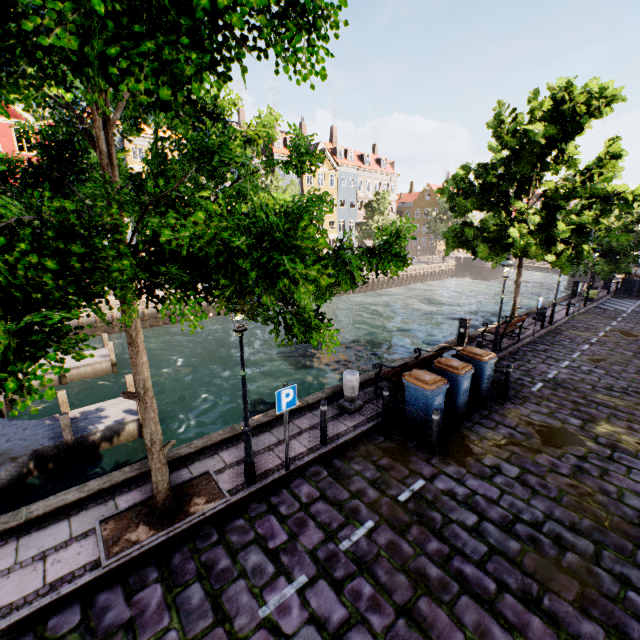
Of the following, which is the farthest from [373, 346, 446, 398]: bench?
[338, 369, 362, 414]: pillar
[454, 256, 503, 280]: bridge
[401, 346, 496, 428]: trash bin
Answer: [454, 256, 503, 280]: bridge

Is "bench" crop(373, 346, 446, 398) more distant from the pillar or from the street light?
the street light

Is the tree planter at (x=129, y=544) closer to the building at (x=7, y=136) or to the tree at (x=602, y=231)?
the tree at (x=602, y=231)

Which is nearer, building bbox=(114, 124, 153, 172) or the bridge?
building bbox=(114, 124, 153, 172)

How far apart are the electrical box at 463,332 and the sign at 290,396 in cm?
985

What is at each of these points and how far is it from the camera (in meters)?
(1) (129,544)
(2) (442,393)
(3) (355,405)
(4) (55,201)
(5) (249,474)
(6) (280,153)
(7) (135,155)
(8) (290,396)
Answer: (1) tree planter, 5.09
(2) trash bin, 7.84
(3) pillar, 8.81
(4) tree, 1.99
(5) street light, 6.24
(6) building, 38.78
(7) building, 29.80
(8) sign, 6.26

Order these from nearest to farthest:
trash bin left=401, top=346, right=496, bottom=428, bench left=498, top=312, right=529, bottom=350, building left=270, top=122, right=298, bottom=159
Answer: trash bin left=401, top=346, right=496, bottom=428 → bench left=498, top=312, right=529, bottom=350 → building left=270, top=122, right=298, bottom=159

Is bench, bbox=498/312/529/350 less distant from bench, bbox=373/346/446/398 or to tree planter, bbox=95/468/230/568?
bench, bbox=373/346/446/398
